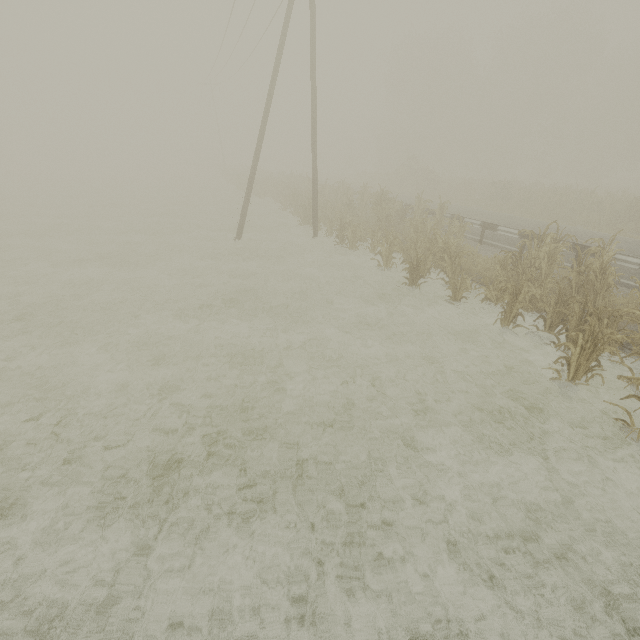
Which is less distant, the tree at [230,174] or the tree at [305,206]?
the tree at [305,206]

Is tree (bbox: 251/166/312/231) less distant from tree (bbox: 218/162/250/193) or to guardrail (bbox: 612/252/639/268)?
guardrail (bbox: 612/252/639/268)

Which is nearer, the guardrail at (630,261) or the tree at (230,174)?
the guardrail at (630,261)

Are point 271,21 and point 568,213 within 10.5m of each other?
no

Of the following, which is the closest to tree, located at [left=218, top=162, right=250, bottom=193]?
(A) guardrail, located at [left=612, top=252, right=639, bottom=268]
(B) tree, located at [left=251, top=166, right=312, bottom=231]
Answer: (A) guardrail, located at [left=612, top=252, right=639, bottom=268]

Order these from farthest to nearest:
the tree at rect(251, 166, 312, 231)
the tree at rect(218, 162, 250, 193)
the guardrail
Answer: the tree at rect(218, 162, 250, 193) < the tree at rect(251, 166, 312, 231) < the guardrail
